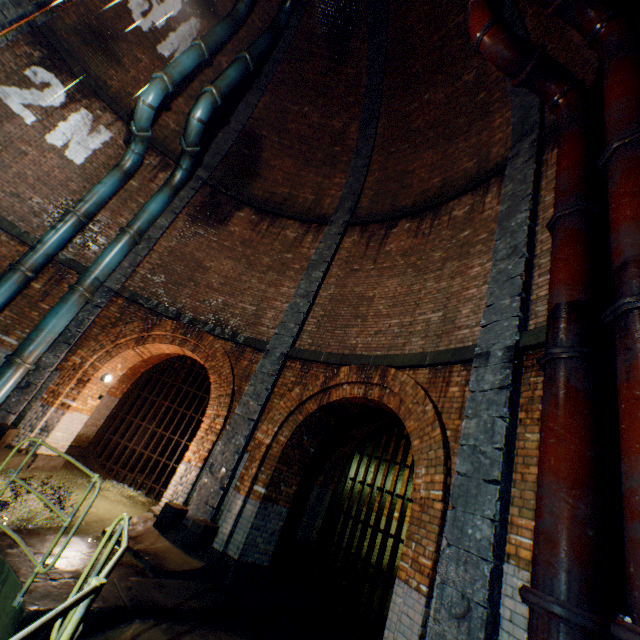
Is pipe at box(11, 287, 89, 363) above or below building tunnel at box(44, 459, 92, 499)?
above

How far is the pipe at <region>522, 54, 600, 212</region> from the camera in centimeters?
419cm

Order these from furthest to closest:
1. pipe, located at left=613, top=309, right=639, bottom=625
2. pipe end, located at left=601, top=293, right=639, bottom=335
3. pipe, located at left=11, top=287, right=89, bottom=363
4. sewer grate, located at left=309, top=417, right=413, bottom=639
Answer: pipe, located at left=11, top=287, right=89, bottom=363, sewer grate, located at left=309, top=417, right=413, bottom=639, pipe end, located at left=601, top=293, right=639, bottom=335, pipe, located at left=613, top=309, right=639, bottom=625

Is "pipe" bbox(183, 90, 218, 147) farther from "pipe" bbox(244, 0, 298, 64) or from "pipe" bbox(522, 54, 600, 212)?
A: "pipe" bbox(522, 54, 600, 212)

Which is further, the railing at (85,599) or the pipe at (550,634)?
the pipe at (550,634)

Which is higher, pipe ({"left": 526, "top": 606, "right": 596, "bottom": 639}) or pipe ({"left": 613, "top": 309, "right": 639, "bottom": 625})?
pipe ({"left": 613, "top": 309, "right": 639, "bottom": 625})

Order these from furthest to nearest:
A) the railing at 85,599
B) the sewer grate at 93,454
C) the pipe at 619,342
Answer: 1. the sewer grate at 93,454
2. the pipe at 619,342
3. the railing at 85,599

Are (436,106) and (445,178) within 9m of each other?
yes
